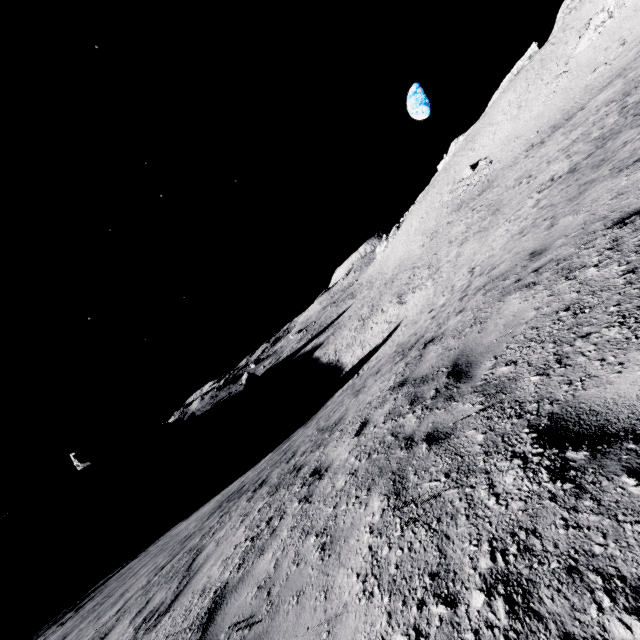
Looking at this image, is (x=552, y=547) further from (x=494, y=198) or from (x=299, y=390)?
(x=299, y=390)

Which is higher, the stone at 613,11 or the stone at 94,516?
the stone at 613,11

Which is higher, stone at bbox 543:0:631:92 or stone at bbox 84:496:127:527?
stone at bbox 543:0:631:92

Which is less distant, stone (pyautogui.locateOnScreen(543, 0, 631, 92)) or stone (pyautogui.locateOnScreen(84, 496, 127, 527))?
stone (pyautogui.locateOnScreen(543, 0, 631, 92))

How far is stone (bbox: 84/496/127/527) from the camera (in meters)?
53.38

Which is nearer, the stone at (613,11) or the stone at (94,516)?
the stone at (613,11)
